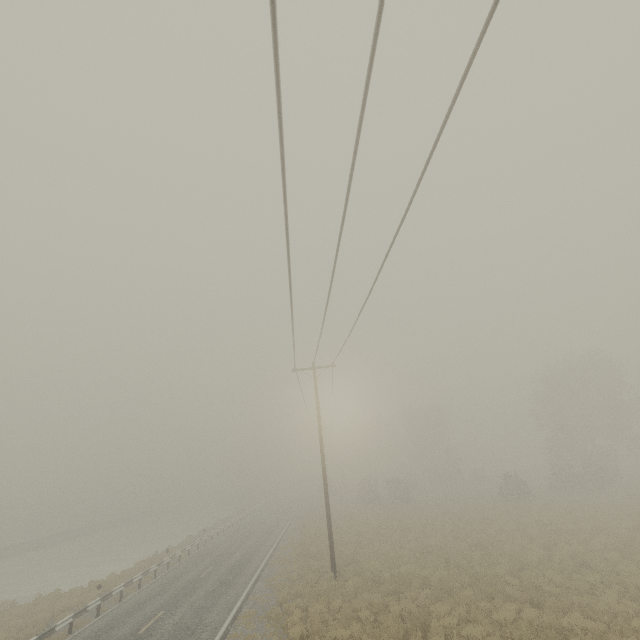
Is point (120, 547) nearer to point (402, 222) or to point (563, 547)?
point (563, 547)
